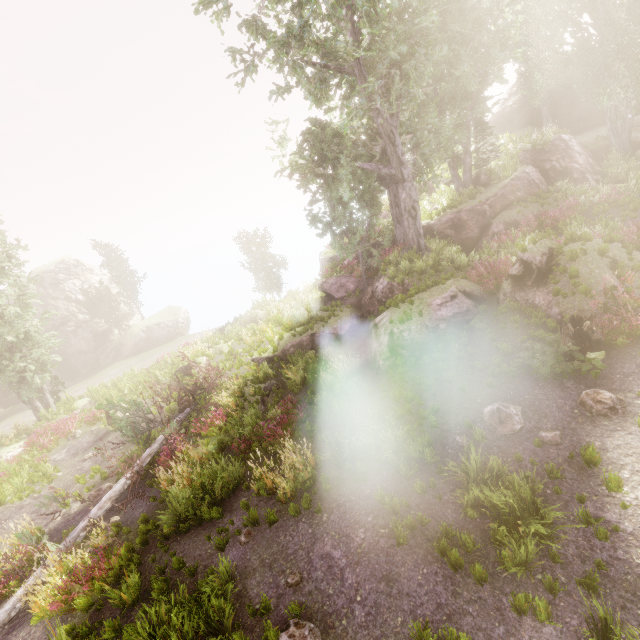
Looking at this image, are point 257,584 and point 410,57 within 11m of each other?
no

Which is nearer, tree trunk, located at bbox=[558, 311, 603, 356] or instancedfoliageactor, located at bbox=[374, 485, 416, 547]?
instancedfoliageactor, located at bbox=[374, 485, 416, 547]

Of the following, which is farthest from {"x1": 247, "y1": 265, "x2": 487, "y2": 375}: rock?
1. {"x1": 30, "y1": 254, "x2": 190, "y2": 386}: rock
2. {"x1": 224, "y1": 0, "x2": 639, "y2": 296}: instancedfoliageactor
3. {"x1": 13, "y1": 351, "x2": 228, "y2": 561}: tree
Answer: {"x1": 30, "y1": 254, "x2": 190, "y2": 386}: rock

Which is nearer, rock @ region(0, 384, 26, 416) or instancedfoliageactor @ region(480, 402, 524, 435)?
instancedfoliageactor @ region(480, 402, 524, 435)

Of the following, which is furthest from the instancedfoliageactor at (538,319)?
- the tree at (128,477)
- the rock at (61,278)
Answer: the tree at (128,477)

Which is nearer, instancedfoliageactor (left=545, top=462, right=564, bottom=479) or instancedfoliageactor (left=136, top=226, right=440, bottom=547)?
instancedfoliageactor (left=545, top=462, right=564, bottom=479)

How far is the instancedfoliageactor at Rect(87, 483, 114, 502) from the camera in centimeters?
1275cm

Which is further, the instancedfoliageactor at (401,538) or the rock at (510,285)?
the rock at (510,285)
